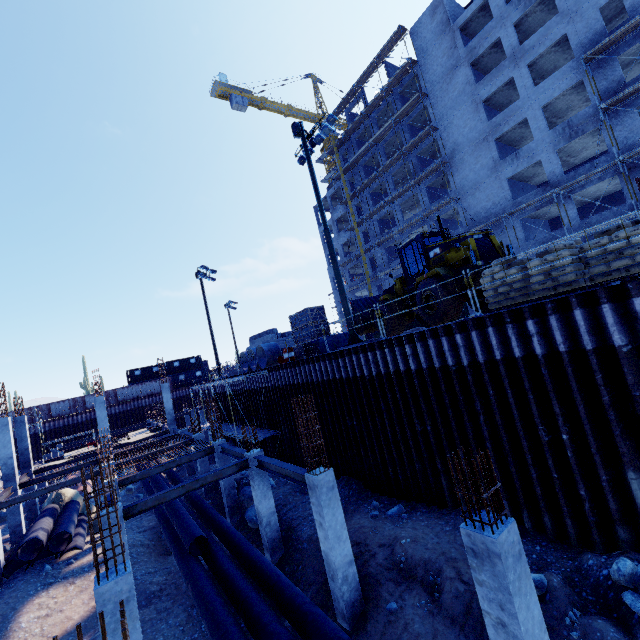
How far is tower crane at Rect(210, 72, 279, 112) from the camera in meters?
53.6 m

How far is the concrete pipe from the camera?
22.27m

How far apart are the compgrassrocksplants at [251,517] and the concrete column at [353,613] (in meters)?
6.98

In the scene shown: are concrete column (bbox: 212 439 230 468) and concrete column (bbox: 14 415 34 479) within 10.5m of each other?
no

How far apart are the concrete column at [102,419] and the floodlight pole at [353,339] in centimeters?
1843cm

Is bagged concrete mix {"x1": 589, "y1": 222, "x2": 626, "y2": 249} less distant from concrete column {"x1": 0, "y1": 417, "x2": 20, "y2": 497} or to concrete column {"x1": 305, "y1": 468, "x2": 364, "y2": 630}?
concrete column {"x1": 305, "y1": 468, "x2": 364, "y2": 630}

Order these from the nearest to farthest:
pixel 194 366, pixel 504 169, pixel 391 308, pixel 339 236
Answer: pixel 391 308 < pixel 504 169 < pixel 339 236 < pixel 194 366

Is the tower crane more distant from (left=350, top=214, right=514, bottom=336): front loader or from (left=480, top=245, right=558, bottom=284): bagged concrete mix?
(left=480, top=245, right=558, bottom=284): bagged concrete mix
